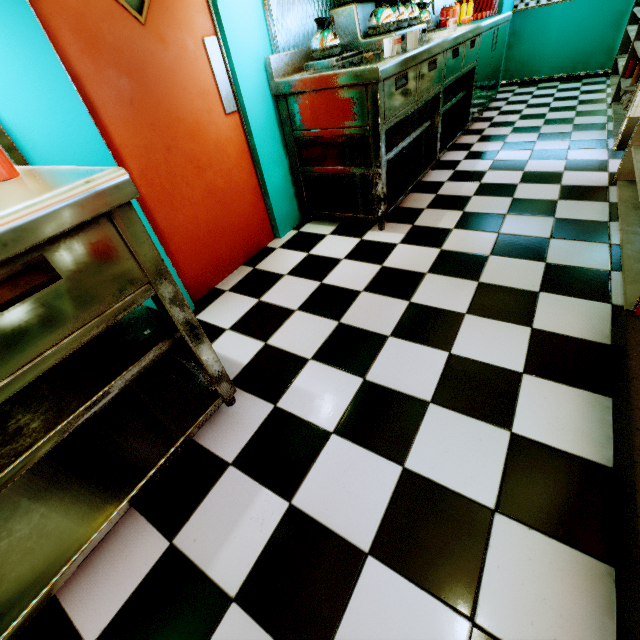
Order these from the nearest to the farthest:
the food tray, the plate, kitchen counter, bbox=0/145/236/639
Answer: kitchen counter, bbox=0/145/236/639, the plate, the food tray

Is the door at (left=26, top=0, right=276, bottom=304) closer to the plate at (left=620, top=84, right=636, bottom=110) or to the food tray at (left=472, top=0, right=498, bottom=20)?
the plate at (left=620, top=84, right=636, bottom=110)

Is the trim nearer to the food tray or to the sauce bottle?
the sauce bottle

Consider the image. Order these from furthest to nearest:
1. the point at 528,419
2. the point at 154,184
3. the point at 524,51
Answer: the point at 524,51 → the point at 154,184 → the point at 528,419

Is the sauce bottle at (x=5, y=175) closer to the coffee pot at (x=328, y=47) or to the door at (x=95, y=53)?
the door at (x=95, y=53)

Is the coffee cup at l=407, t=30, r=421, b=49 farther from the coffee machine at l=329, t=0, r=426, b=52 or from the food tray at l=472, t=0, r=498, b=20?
the food tray at l=472, t=0, r=498, b=20

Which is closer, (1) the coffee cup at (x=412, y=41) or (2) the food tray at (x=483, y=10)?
(1) the coffee cup at (x=412, y=41)

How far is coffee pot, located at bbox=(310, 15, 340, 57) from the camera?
2.33m
